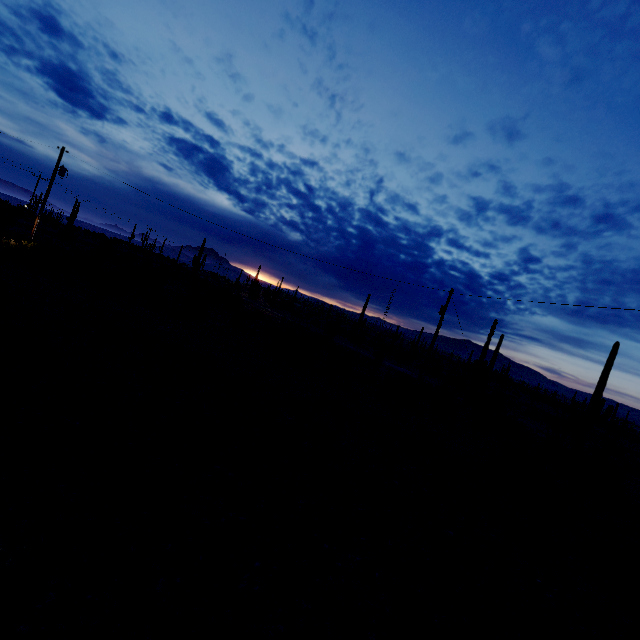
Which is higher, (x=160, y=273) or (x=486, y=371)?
(x=486, y=371)
